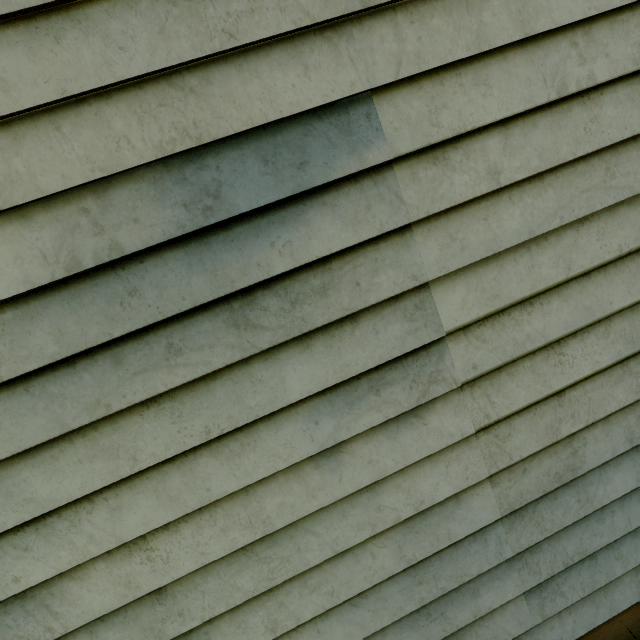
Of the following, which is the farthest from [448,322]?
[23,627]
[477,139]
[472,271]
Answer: [23,627]
